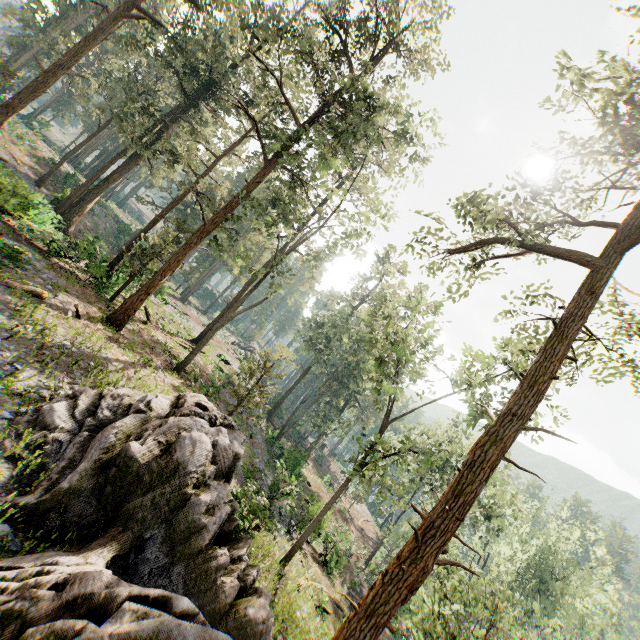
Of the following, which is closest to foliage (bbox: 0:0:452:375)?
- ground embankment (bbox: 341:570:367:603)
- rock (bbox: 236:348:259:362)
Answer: rock (bbox: 236:348:259:362)

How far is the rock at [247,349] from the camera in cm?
5238

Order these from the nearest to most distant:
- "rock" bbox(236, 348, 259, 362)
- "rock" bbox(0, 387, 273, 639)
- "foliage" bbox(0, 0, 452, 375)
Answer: "rock" bbox(0, 387, 273, 639), "foliage" bbox(0, 0, 452, 375), "rock" bbox(236, 348, 259, 362)

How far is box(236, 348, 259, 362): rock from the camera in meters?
52.4 m

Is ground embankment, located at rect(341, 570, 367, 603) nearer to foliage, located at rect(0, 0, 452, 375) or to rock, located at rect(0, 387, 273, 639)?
foliage, located at rect(0, 0, 452, 375)

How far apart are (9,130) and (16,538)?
46.5 meters

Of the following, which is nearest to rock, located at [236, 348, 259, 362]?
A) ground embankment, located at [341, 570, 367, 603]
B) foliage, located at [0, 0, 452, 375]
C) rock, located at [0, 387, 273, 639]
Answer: foliage, located at [0, 0, 452, 375]

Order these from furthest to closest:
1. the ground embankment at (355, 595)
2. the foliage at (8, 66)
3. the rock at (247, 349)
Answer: the rock at (247, 349) < the ground embankment at (355, 595) < the foliage at (8, 66)
